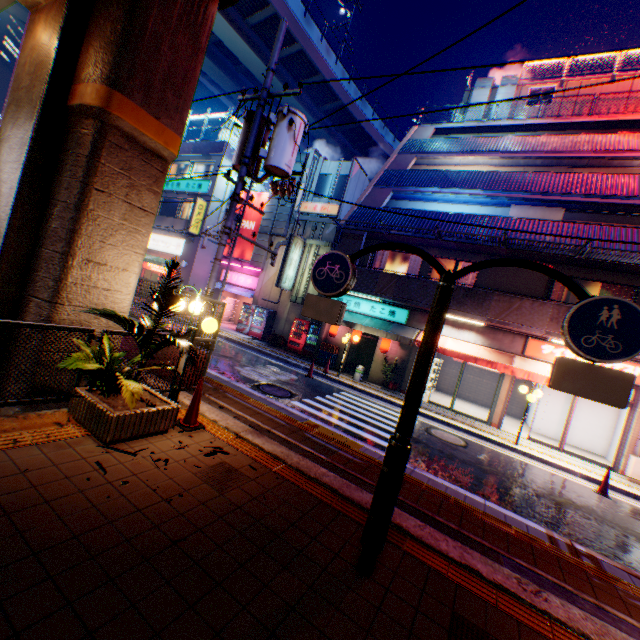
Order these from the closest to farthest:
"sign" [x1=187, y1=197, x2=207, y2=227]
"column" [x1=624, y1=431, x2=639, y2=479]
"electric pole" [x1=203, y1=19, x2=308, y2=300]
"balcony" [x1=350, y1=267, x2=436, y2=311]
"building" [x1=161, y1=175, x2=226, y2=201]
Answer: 1. "electric pole" [x1=203, y1=19, x2=308, y2=300]
2. "column" [x1=624, y1=431, x2=639, y2=479]
3. "balcony" [x1=350, y1=267, x2=436, y2=311]
4. "sign" [x1=187, y1=197, x2=207, y2=227]
5. "building" [x1=161, y1=175, x2=226, y2=201]

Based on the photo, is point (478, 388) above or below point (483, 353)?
below

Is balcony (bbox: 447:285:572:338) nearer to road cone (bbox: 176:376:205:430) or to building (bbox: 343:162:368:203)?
building (bbox: 343:162:368:203)

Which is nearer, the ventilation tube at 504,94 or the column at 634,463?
the column at 634,463

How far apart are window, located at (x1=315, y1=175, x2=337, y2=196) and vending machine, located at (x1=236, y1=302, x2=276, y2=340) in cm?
783

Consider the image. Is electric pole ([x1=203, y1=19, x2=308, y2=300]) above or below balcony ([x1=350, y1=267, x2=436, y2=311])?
above

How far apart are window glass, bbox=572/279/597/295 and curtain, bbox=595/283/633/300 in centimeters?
18cm

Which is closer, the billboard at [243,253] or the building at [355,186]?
the building at [355,186]
